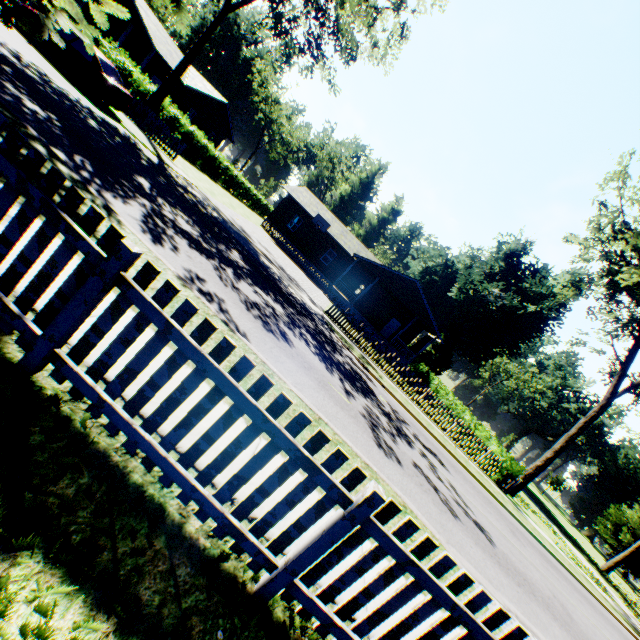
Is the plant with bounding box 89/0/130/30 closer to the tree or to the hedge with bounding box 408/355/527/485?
the tree

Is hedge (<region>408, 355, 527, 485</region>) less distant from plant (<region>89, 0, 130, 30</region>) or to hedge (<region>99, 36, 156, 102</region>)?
plant (<region>89, 0, 130, 30</region>)

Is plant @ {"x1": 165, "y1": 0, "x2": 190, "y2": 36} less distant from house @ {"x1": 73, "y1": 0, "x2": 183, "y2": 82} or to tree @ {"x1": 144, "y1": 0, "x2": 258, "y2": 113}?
tree @ {"x1": 144, "y1": 0, "x2": 258, "y2": 113}

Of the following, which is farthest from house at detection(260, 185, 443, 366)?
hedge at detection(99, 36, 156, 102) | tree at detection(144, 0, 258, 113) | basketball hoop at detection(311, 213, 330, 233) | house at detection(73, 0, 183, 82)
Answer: tree at detection(144, 0, 258, 113)

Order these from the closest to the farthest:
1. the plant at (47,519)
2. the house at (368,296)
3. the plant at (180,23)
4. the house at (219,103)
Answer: the plant at (47,519) → the plant at (180,23) → the house at (368,296) → the house at (219,103)

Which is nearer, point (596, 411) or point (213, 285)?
point (213, 285)

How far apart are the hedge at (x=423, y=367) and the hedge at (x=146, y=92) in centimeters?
3058cm

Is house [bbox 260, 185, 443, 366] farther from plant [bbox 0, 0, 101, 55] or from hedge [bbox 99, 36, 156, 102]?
plant [bbox 0, 0, 101, 55]
